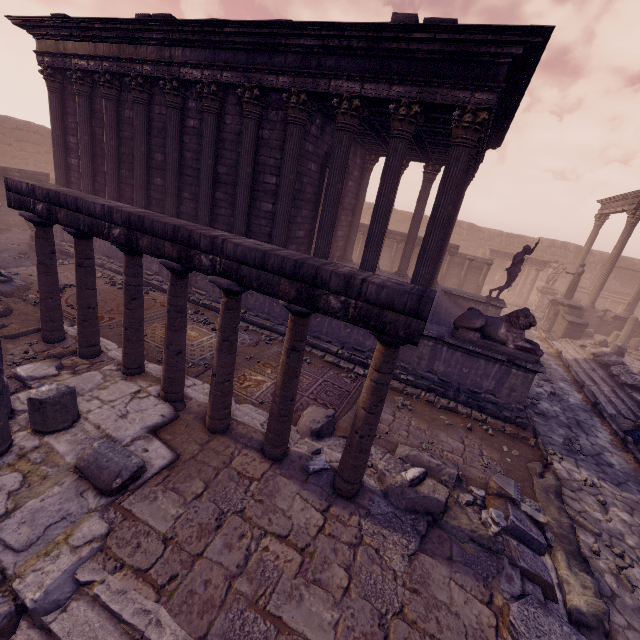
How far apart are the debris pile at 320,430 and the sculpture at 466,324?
3.1 meters

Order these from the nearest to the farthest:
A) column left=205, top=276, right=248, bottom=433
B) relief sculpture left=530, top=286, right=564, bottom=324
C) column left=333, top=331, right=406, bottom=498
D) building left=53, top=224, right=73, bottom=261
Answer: column left=333, top=331, right=406, bottom=498
column left=205, top=276, right=248, bottom=433
building left=53, top=224, right=73, bottom=261
relief sculpture left=530, top=286, right=564, bottom=324

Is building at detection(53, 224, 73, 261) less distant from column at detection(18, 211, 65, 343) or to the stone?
the stone

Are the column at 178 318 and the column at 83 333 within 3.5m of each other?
yes

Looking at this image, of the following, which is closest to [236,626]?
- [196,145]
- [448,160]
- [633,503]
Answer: [633,503]

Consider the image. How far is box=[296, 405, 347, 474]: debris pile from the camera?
4.95m

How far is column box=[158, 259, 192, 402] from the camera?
4.8m

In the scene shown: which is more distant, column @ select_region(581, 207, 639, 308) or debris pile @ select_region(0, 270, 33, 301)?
column @ select_region(581, 207, 639, 308)
